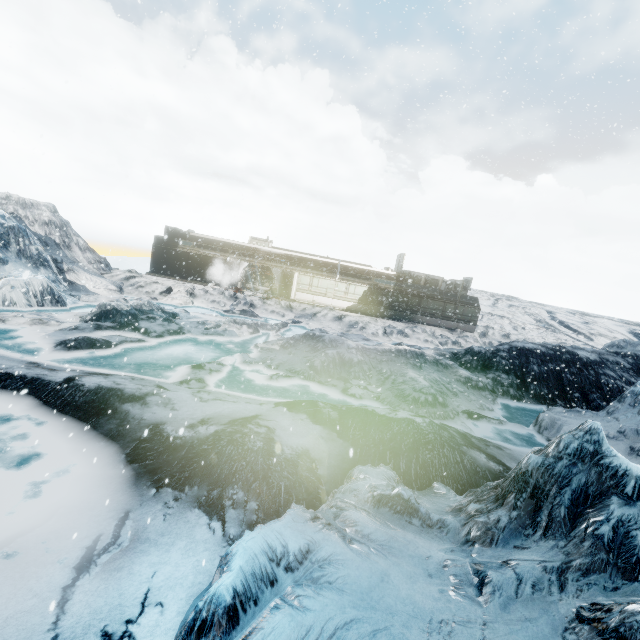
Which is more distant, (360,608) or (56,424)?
(56,424)
